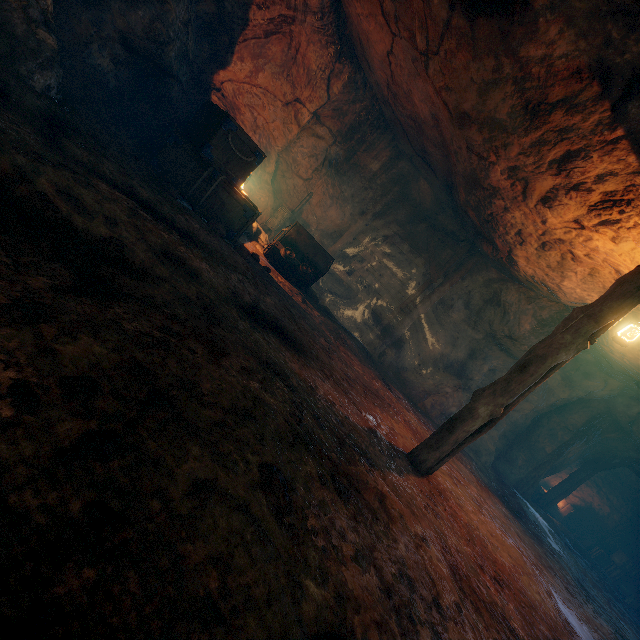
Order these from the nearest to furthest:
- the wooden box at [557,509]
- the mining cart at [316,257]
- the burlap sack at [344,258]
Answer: the mining cart at [316,257] → the burlap sack at [344,258] → the wooden box at [557,509]

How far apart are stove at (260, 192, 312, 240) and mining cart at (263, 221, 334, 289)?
1.66m

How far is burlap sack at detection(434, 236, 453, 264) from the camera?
10.83m

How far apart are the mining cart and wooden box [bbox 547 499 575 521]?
18.57m

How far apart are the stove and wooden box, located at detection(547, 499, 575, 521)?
19.9 meters

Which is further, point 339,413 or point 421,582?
point 339,413

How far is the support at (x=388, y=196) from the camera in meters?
9.8

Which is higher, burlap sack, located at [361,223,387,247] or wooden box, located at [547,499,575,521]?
burlap sack, located at [361,223,387,247]
